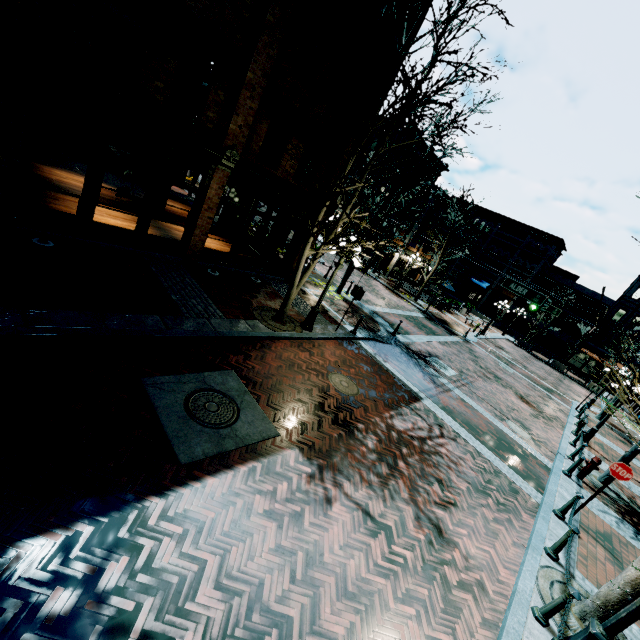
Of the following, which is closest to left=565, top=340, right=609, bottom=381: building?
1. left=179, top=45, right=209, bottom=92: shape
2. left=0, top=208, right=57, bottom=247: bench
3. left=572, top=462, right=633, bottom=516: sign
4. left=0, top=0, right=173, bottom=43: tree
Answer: left=572, top=462, right=633, bottom=516: sign

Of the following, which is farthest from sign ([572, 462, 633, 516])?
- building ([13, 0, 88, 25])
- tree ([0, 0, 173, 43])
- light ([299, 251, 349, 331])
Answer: tree ([0, 0, 173, 43])

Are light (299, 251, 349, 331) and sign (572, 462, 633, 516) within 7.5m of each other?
no

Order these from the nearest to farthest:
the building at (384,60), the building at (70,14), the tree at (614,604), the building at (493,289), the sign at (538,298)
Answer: the tree at (614,604), the building at (70,14), the building at (384,60), the sign at (538,298), the building at (493,289)

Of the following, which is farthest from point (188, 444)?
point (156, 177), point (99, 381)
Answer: point (156, 177)

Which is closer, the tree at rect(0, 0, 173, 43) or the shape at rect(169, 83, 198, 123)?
the tree at rect(0, 0, 173, 43)

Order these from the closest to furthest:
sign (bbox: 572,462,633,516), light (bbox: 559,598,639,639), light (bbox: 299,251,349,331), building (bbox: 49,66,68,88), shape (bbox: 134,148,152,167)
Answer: light (bbox: 559,598,639,639) → building (bbox: 49,66,68,88) → sign (bbox: 572,462,633,516) → light (bbox: 299,251,349,331) → shape (bbox: 134,148,152,167)

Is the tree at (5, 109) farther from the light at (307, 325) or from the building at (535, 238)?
the building at (535, 238)
